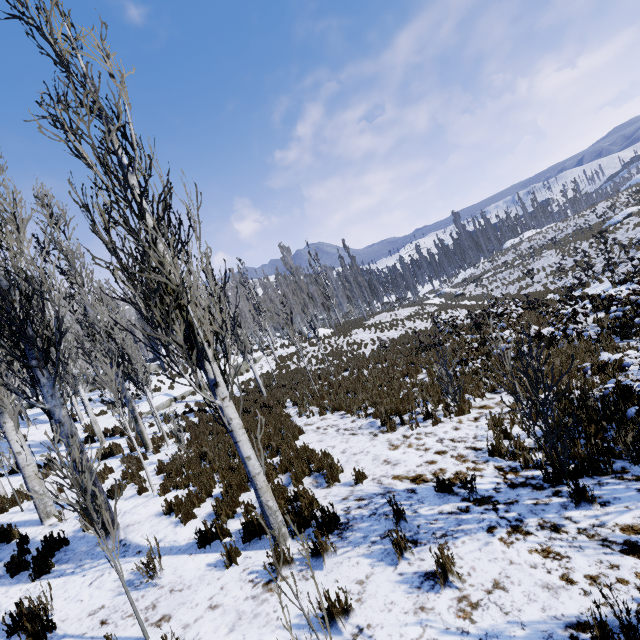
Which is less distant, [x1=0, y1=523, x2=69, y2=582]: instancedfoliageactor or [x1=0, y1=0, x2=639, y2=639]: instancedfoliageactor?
[x1=0, y1=0, x2=639, y2=639]: instancedfoliageactor

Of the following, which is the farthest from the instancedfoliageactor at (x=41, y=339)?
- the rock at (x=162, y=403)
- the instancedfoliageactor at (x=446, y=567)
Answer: the instancedfoliageactor at (x=446, y=567)

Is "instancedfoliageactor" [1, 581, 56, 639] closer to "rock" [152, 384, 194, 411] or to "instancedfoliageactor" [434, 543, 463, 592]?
"rock" [152, 384, 194, 411]

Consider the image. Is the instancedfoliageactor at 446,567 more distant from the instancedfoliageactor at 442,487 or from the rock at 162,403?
the rock at 162,403

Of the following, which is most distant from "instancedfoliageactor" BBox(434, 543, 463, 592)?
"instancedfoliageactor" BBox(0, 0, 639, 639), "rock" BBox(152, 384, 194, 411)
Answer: "rock" BBox(152, 384, 194, 411)

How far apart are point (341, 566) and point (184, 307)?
3.9m
